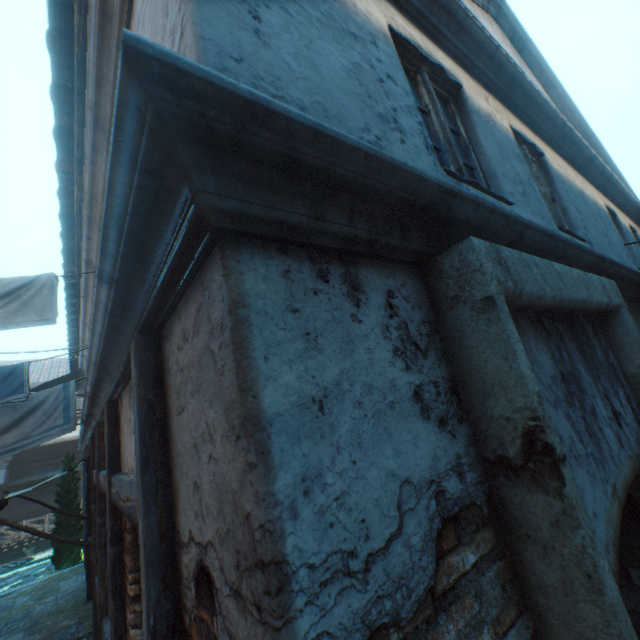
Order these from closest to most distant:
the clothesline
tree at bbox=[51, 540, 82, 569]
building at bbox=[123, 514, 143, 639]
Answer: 1. building at bbox=[123, 514, 143, 639]
2. the clothesline
3. tree at bbox=[51, 540, 82, 569]

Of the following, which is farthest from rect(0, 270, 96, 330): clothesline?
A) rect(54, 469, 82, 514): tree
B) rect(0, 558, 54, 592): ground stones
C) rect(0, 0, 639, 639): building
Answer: rect(0, 558, 54, 592): ground stones

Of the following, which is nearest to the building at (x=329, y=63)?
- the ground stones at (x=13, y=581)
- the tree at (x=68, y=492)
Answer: the tree at (x=68, y=492)

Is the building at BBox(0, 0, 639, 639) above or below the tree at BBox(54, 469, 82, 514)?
above

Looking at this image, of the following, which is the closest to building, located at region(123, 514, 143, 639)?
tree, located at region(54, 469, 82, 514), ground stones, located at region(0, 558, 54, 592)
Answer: tree, located at region(54, 469, 82, 514)

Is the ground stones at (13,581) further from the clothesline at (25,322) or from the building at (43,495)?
the clothesline at (25,322)

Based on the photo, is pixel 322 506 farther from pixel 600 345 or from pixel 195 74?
pixel 600 345
